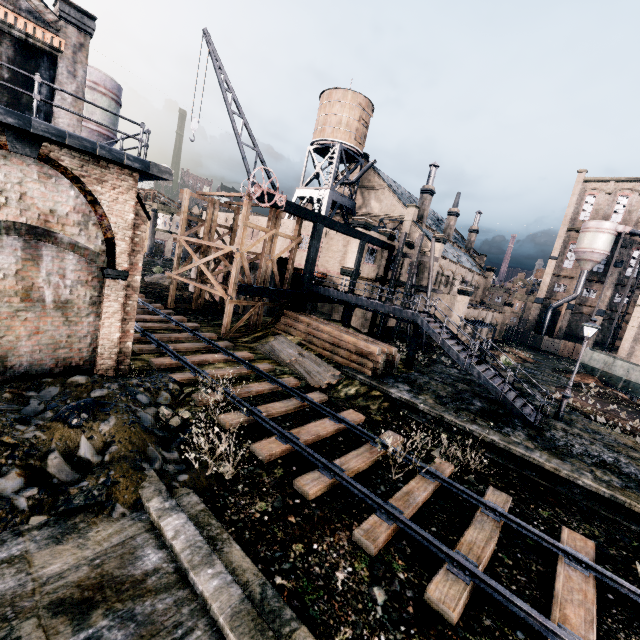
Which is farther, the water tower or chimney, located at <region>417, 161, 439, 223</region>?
chimney, located at <region>417, 161, 439, 223</region>

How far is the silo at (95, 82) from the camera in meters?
25.0

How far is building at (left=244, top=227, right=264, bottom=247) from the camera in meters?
39.1 m

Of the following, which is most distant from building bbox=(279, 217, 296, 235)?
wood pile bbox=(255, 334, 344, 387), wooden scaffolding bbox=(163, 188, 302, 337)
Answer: wood pile bbox=(255, 334, 344, 387)

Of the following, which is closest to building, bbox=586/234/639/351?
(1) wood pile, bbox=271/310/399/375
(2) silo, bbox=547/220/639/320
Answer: (2) silo, bbox=547/220/639/320

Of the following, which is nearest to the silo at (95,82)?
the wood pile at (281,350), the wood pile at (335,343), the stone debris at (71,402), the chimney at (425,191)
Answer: the wood pile at (335,343)

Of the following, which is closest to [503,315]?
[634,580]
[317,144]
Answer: [317,144]

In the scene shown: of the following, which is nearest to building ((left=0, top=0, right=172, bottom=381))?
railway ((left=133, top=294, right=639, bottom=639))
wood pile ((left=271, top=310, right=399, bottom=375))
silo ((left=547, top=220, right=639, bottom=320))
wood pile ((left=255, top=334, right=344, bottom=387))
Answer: silo ((left=547, top=220, right=639, bottom=320))
